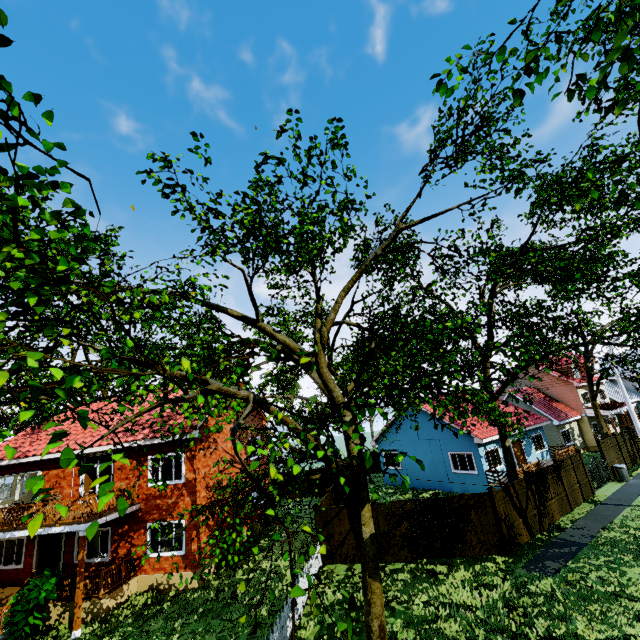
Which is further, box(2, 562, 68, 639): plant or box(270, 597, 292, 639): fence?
box(2, 562, 68, 639): plant

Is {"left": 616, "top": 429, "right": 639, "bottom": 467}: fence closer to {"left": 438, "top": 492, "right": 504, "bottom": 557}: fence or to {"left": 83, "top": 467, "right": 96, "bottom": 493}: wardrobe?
{"left": 438, "top": 492, "right": 504, "bottom": 557}: fence

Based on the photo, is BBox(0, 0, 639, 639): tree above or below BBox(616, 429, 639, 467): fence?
above

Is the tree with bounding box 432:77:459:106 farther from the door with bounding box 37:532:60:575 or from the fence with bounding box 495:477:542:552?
the door with bounding box 37:532:60:575

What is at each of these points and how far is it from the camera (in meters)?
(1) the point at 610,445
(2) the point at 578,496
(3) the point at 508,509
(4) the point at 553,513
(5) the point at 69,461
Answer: (1) fence, 22.59
(2) fence, 18.08
(3) fence, 14.41
(4) fence, 16.22
(5) tree, 2.15

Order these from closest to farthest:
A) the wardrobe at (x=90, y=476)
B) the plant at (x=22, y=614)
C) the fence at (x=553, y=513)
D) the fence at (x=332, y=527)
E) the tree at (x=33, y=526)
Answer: the tree at (x=33, y=526) < the plant at (x=22, y=614) < the fence at (x=332, y=527) < the fence at (x=553, y=513) < the wardrobe at (x=90, y=476)

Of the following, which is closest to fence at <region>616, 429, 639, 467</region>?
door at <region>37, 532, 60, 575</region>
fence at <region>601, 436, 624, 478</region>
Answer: fence at <region>601, 436, 624, 478</region>

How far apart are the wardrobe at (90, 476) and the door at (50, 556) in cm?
229
